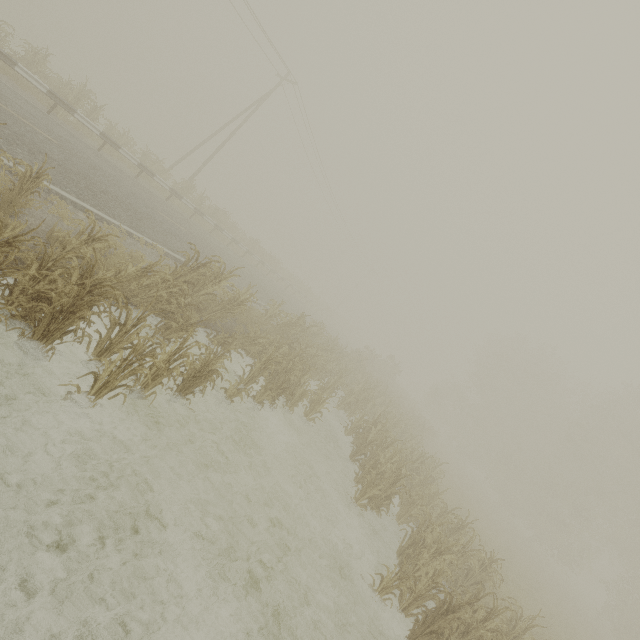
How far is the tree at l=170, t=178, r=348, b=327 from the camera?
20.0m

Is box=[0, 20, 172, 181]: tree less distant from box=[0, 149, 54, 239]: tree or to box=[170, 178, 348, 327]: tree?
box=[170, 178, 348, 327]: tree

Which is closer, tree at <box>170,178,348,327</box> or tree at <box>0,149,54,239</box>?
tree at <box>0,149,54,239</box>

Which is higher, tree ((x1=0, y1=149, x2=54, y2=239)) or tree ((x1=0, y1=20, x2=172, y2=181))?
tree ((x1=0, y1=20, x2=172, y2=181))

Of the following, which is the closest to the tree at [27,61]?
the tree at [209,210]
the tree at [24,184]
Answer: the tree at [209,210]

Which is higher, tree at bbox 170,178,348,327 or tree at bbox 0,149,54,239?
tree at bbox 170,178,348,327

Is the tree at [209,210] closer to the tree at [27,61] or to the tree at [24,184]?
the tree at [27,61]

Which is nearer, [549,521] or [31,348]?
[31,348]
